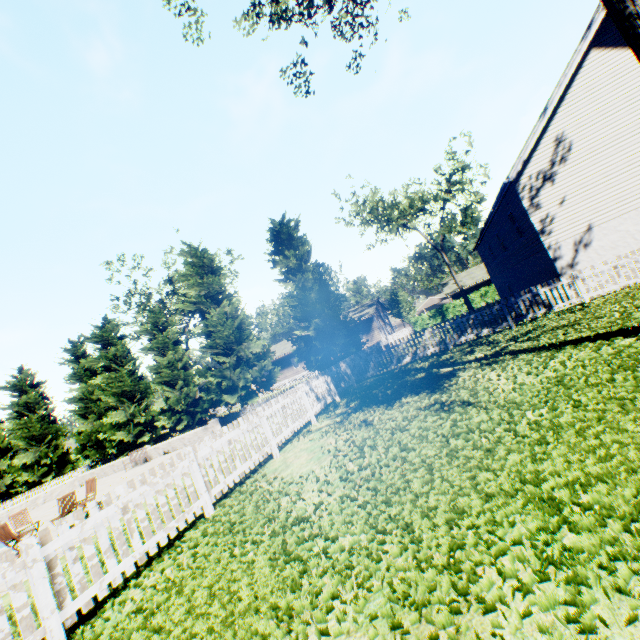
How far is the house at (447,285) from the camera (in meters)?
42.63

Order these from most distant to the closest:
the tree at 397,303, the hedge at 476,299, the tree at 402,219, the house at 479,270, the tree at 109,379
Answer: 1. the tree at 397,303
2. the house at 479,270
3. the hedge at 476,299
4. the tree at 402,219
5. the tree at 109,379

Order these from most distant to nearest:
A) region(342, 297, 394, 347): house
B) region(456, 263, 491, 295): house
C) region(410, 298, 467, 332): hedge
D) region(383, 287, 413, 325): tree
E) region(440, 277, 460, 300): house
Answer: region(383, 287, 413, 325): tree → region(440, 277, 460, 300): house → region(456, 263, 491, 295): house → region(342, 297, 394, 347): house → region(410, 298, 467, 332): hedge

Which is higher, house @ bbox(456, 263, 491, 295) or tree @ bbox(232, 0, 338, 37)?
tree @ bbox(232, 0, 338, 37)

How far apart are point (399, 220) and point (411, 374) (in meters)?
25.44

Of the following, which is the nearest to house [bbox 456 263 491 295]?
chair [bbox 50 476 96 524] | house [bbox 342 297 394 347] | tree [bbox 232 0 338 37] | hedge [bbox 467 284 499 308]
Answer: hedge [bbox 467 284 499 308]

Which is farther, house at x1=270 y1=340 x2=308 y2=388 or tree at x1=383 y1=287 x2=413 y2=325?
tree at x1=383 y1=287 x2=413 y2=325

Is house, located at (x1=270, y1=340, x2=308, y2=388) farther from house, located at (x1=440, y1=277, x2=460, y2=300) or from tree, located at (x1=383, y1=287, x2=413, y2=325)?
house, located at (x1=440, y1=277, x2=460, y2=300)
